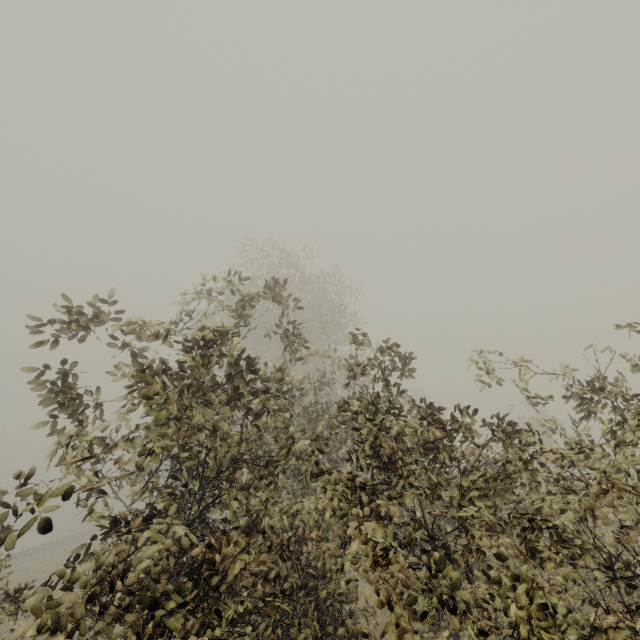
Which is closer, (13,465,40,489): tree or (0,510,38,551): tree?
(0,510,38,551): tree

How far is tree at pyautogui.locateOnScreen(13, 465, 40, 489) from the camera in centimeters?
302cm

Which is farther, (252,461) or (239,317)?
(239,317)

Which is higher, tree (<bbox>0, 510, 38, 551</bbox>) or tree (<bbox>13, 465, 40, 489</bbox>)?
tree (<bbox>13, 465, 40, 489</bbox>)

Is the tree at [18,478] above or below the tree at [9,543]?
above

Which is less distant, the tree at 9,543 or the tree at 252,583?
the tree at 9,543
